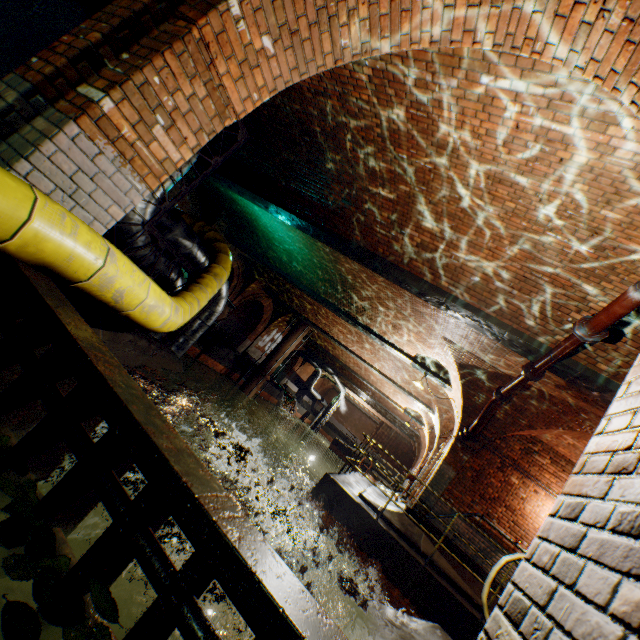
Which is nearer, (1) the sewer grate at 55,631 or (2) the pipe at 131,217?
(1) the sewer grate at 55,631

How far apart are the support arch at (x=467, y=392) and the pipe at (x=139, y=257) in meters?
6.7

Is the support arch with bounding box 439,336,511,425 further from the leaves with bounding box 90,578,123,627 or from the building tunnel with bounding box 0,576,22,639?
the leaves with bounding box 90,578,123,627

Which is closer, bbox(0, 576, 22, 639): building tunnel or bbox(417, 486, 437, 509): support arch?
bbox(0, 576, 22, 639): building tunnel

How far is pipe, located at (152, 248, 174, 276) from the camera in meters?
5.1

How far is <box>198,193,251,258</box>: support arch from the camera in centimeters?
1405cm

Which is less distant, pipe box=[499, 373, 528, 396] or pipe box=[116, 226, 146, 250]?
pipe box=[116, 226, 146, 250]

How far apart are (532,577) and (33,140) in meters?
3.3 m
